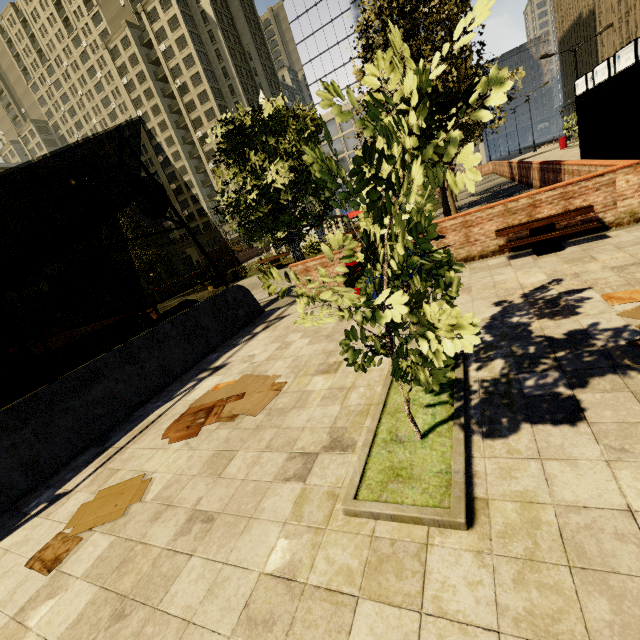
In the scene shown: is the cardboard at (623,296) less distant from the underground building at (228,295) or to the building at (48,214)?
the underground building at (228,295)

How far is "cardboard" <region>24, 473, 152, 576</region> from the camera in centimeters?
346cm

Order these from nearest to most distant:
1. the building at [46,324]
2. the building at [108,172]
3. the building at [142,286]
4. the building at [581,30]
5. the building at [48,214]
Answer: the building at [108,172]
the building at [46,324]
the building at [48,214]
the building at [581,30]
the building at [142,286]

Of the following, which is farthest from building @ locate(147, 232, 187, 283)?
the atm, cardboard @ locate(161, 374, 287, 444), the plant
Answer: the atm

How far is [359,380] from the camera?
4.7m

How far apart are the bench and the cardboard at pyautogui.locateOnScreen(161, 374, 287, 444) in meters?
5.6 m

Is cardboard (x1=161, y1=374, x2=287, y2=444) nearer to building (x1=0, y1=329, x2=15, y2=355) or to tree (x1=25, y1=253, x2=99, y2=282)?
tree (x1=25, y1=253, x2=99, y2=282)

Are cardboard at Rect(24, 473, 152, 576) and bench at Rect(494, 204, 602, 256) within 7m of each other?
no
